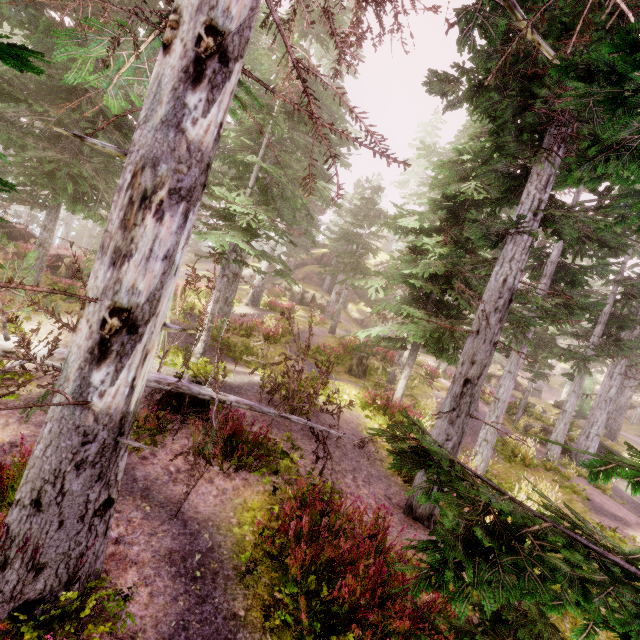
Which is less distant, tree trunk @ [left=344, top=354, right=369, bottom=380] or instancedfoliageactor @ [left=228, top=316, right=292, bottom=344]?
instancedfoliageactor @ [left=228, top=316, right=292, bottom=344]

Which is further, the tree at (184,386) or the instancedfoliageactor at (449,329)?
the tree at (184,386)

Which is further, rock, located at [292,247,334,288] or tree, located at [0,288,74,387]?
rock, located at [292,247,334,288]

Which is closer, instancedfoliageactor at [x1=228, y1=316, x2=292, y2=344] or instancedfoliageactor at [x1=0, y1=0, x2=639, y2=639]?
instancedfoliageactor at [x1=0, y1=0, x2=639, y2=639]

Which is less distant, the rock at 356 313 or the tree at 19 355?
the tree at 19 355

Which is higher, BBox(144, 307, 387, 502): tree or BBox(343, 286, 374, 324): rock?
BBox(343, 286, 374, 324): rock

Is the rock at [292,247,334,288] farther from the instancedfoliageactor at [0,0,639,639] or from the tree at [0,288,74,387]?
the tree at [0,288,74,387]

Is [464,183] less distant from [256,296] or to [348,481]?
[348,481]
